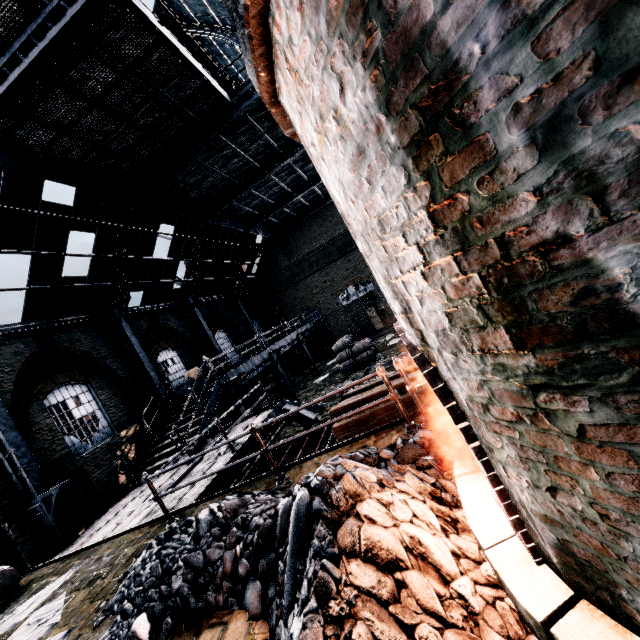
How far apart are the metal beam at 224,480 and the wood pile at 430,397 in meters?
1.9 m

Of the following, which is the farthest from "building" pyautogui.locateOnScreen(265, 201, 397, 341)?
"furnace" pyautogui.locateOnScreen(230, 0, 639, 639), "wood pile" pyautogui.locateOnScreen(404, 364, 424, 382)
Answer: "wood pile" pyautogui.locateOnScreen(404, 364, 424, 382)

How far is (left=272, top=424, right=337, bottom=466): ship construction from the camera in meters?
10.3 m

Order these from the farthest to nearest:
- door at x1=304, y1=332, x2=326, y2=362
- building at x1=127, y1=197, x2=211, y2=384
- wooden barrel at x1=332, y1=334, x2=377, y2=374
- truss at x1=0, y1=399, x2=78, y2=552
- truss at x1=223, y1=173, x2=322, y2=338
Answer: door at x1=304, y1=332, x2=326, y2=362
truss at x1=223, y1=173, x2=322, y2=338
wooden barrel at x1=332, y1=334, x2=377, y2=374
building at x1=127, y1=197, x2=211, y2=384
truss at x1=0, y1=399, x2=78, y2=552

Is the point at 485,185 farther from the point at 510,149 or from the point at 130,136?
the point at 130,136

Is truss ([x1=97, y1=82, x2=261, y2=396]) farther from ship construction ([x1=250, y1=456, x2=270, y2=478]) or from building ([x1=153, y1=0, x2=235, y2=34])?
building ([x1=153, y1=0, x2=235, y2=34])

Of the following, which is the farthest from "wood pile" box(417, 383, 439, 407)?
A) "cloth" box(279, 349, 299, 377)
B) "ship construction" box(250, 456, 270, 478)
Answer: "cloth" box(279, 349, 299, 377)

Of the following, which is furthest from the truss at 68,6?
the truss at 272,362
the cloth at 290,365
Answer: the cloth at 290,365
